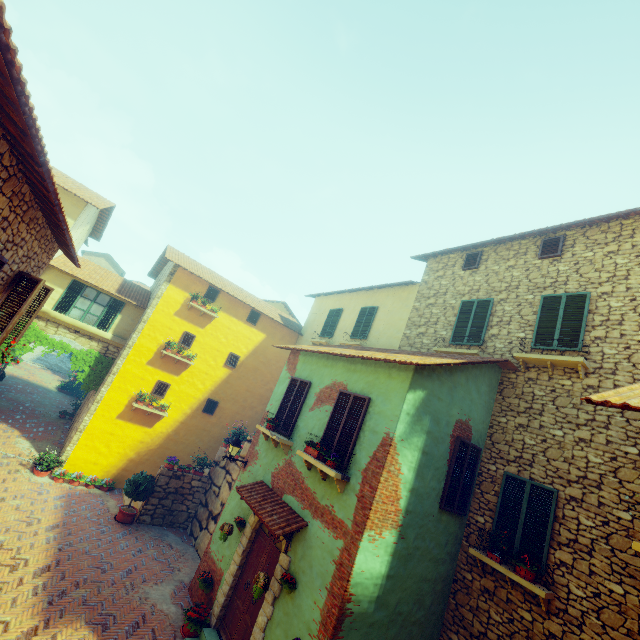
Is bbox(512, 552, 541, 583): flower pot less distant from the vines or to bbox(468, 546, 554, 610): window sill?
bbox(468, 546, 554, 610): window sill

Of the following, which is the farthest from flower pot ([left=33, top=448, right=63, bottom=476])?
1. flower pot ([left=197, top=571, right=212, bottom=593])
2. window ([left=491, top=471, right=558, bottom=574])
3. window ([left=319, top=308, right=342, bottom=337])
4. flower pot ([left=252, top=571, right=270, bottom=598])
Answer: window ([left=491, top=471, right=558, bottom=574])

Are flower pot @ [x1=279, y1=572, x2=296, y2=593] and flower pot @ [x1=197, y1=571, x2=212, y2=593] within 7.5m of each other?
yes

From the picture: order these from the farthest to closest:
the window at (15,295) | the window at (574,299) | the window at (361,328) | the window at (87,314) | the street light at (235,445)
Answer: the window at (361,328) < the window at (87,314) < the street light at (235,445) < the window at (574,299) < the window at (15,295)

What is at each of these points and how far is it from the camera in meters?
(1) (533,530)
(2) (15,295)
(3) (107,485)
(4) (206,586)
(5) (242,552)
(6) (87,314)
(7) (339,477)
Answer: (1) window, 7.0
(2) window, 6.0
(3) flower pot, 13.1
(4) flower pot, 8.5
(5) stone doorway, 8.3
(6) window, 14.1
(7) window sill, 6.7

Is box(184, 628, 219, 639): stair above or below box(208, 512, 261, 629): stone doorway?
below

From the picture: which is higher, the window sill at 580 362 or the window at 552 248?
the window at 552 248

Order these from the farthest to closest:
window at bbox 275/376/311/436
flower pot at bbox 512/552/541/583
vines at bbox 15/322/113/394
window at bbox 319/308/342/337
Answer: window at bbox 319/308/342/337
vines at bbox 15/322/113/394
window at bbox 275/376/311/436
flower pot at bbox 512/552/541/583
